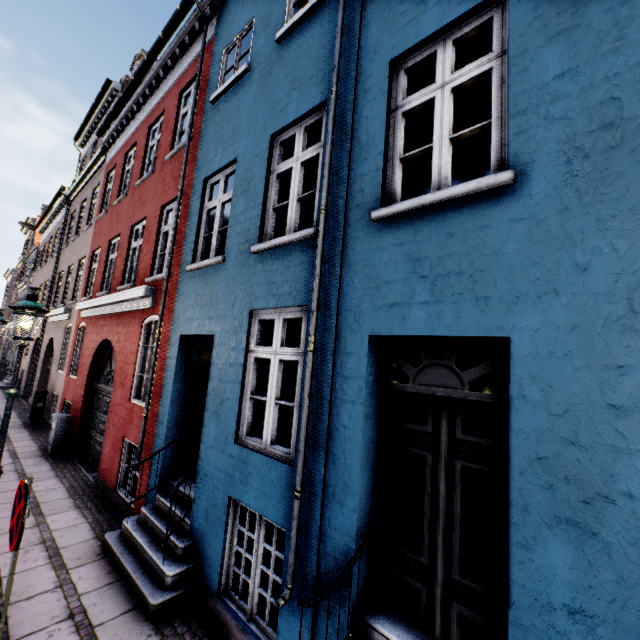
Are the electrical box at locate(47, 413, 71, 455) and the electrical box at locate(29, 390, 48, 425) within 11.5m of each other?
yes

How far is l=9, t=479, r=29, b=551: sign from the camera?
2.57m

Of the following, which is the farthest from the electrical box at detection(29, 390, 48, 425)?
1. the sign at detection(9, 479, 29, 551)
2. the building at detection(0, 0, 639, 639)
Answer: the sign at detection(9, 479, 29, 551)

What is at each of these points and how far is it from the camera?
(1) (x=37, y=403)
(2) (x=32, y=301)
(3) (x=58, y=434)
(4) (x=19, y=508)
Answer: (1) electrical box, 12.06m
(2) street light, 5.06m
(3) electrical box, 9.12m
(4) sign, 2.69m

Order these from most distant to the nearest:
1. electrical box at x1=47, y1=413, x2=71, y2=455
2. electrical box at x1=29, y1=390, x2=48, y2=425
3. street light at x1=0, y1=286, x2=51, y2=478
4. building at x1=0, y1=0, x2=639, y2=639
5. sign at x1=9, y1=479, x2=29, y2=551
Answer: electrical box at x1=29, y1=390, x2=48, y2=425 → electrical box at x1=47, y1=413, x2=71, y2=455 → street light at x1=0, y1=286, x2=51, y2=478 → sign at x1=9, y1=479, x2=29, y2=551 → building at x1=0, y1=0, x2=639, y2=639

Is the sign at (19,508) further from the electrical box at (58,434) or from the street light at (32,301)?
the electrical box at (58,434)

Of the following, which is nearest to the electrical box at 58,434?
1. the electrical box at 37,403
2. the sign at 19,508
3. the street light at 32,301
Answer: the electrical box at 37,403

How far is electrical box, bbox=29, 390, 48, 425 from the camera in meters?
12.0
